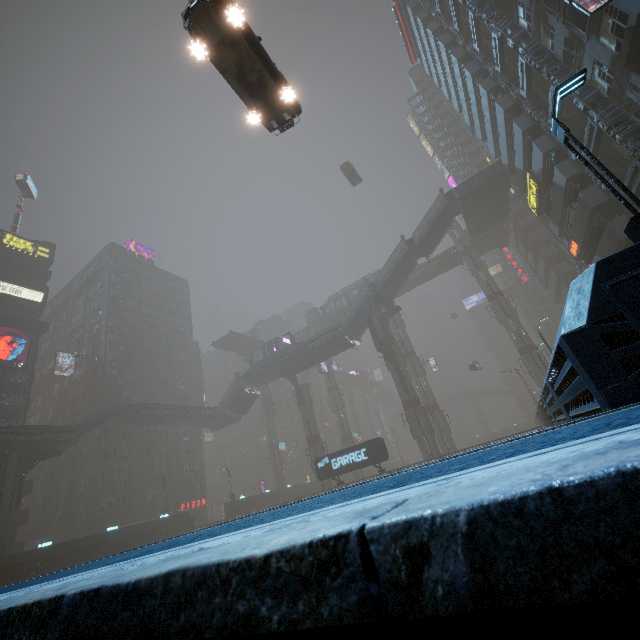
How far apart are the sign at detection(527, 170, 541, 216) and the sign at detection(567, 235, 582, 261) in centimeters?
434cm

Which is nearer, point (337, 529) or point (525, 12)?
point (337, 529)

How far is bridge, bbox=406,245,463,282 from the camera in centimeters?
5591cm

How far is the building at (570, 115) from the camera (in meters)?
23.60

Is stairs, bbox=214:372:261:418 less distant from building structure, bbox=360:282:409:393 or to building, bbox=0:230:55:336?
building, bbox=0:230:55:336

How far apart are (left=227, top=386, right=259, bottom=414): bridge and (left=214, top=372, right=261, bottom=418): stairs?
0.0 meters

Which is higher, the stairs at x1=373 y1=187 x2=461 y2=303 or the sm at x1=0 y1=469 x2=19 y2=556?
the stairs at x1=373 y1=187 x2=461 y2=303

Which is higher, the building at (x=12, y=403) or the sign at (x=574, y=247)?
the building at (x=12, y=403)
